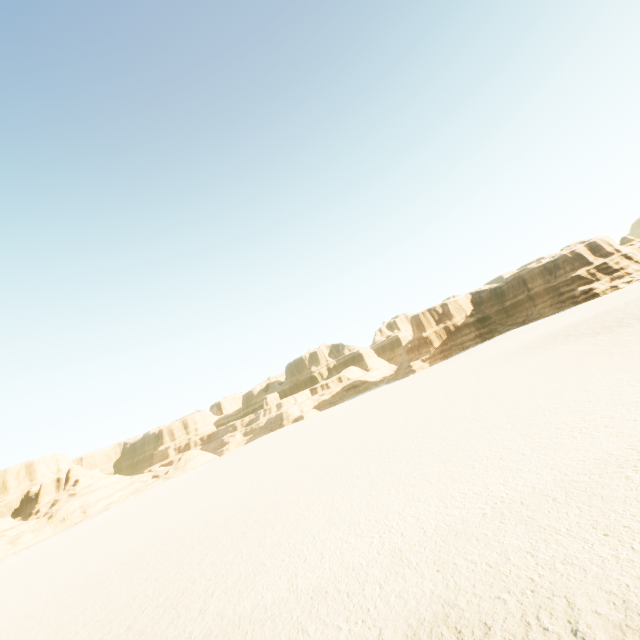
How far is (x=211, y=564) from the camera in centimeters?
1466cm
